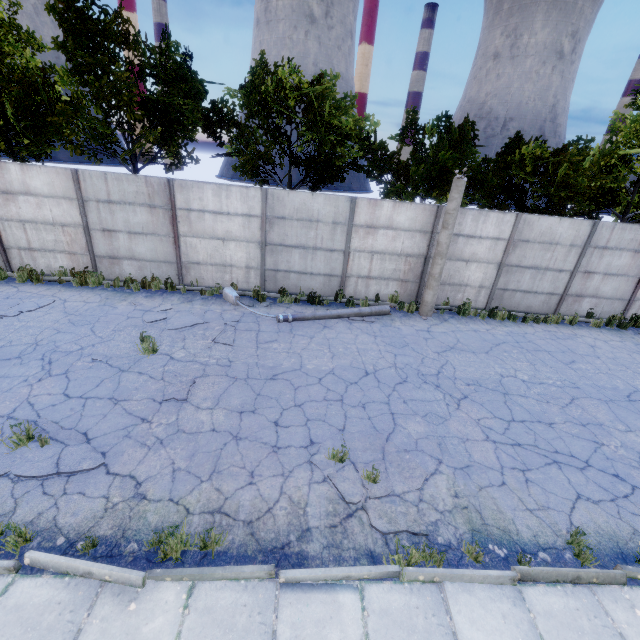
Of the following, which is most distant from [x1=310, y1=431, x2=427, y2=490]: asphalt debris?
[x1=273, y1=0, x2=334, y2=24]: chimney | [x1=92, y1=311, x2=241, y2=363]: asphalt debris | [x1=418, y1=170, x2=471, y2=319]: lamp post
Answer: [x1=273, y1=0, x2=334, y2=24]: chimney

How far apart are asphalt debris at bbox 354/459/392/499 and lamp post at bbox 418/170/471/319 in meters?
6.5 m

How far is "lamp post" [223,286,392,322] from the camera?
10.03m

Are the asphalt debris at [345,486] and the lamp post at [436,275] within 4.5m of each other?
no

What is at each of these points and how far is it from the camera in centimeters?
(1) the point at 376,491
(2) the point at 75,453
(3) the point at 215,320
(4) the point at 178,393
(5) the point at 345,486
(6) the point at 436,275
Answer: (1) asphalt debris, 505cm
(2) asphalt debris, 514cm
(3) asphalt debris, 959cm
(4) asphalt debris, 664cm
(5) asphalt debris, 505cm
(6) lamp post, 1095cm

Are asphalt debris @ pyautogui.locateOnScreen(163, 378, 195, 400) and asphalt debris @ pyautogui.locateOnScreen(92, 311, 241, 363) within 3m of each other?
yes

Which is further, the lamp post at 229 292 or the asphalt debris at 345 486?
the lamp post at 229 292

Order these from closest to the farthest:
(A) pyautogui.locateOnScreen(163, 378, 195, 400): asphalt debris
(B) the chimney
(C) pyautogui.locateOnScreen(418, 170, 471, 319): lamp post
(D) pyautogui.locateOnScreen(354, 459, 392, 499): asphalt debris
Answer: (D) pyautogui.locateOnScreen(354, 459, 392, 499): asphalt debris
(A) pyautogui.locateOnScreen(163, 378, 195, 400): asphalt debris
(C) pyautogui.locateOnScreen(418, 170, 471, 319): lamp post
(B) the chimney
